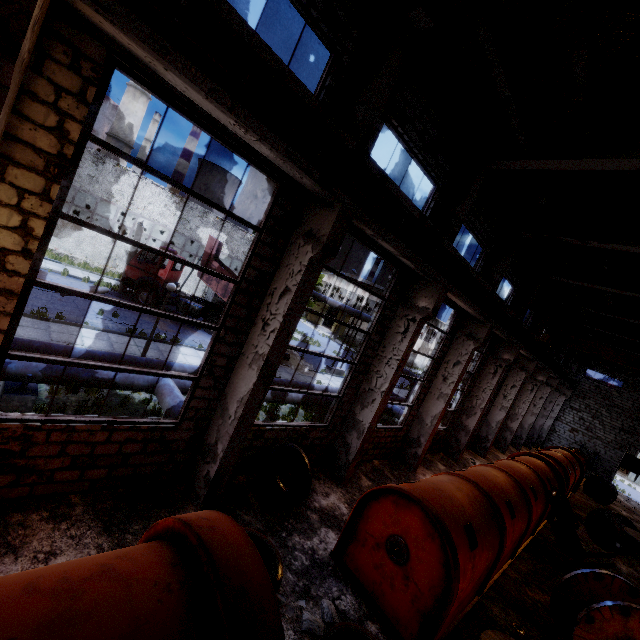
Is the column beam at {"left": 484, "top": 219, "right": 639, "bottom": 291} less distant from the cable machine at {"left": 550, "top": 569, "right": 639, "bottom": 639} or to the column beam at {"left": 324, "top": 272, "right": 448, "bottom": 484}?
the column beam at {"left": 324, "top": 272, "right": 448, "bottom": 484}

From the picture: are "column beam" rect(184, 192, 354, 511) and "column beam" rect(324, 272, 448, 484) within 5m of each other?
yes

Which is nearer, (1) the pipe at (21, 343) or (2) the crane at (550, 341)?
(1) the pipe at (21, 343)

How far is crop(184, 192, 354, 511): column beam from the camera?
5.9 meters

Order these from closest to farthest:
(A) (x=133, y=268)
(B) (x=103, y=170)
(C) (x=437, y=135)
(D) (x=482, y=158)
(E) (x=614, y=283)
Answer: (C) (x=437, y=135), (D) (x=482, y=158), (E) (x=614, y=283), (A) (x=133, y=268), (B) (x=103, y=170)

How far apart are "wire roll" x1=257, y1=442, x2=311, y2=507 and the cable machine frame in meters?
8.8

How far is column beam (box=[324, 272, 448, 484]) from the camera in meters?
9.1

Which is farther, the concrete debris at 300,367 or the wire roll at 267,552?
the concrete debris at 300,367
